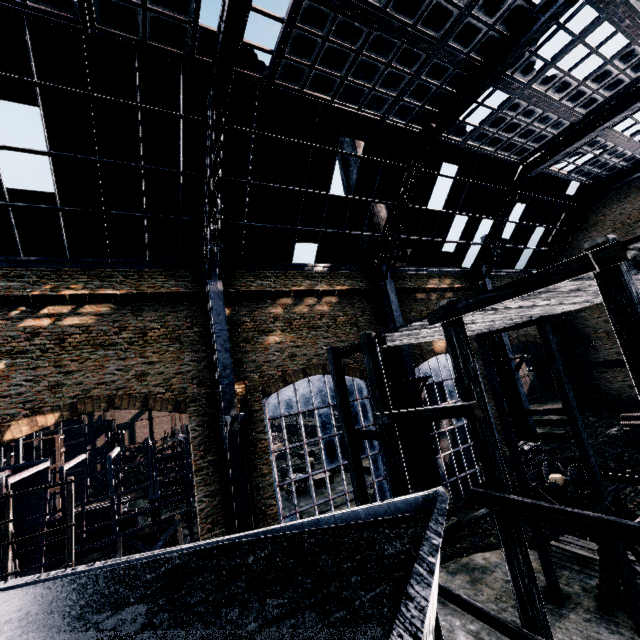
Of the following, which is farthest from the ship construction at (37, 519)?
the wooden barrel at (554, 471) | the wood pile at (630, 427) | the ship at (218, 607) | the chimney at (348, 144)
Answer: the wood pile at (630, 427)

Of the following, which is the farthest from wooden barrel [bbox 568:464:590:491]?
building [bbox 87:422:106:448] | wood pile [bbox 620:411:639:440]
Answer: building [bbox 87:422:106:448]

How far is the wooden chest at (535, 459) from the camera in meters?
23.9 m

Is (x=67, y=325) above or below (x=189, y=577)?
above

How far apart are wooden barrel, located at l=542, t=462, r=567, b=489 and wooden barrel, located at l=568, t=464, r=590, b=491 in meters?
0.6

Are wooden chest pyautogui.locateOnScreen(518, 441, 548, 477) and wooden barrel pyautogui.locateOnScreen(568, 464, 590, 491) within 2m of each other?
no

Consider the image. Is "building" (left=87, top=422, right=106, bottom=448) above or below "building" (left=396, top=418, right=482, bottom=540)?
above

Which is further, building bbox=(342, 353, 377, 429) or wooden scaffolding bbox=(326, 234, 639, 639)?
building bbox=(342, 353, 377, 429)
